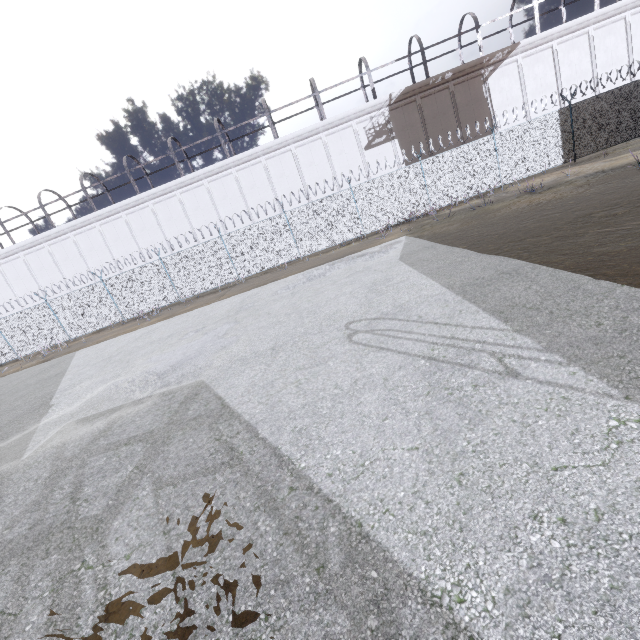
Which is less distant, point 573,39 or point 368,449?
point 368,449
